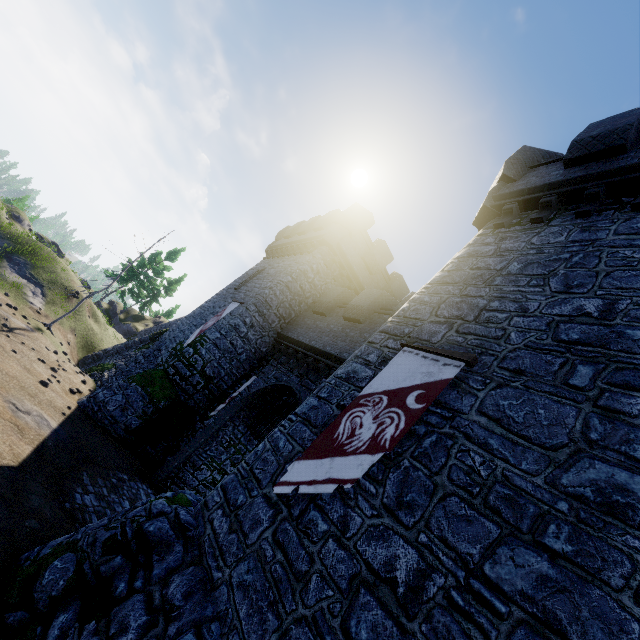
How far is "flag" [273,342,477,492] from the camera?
5.18m

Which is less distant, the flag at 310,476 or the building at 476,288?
the building at 476,288

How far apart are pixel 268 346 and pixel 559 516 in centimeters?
1539cm

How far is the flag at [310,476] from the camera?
5.2 meters

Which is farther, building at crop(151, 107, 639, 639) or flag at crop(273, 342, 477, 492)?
flag at crop(273, 342, 477, 492)
